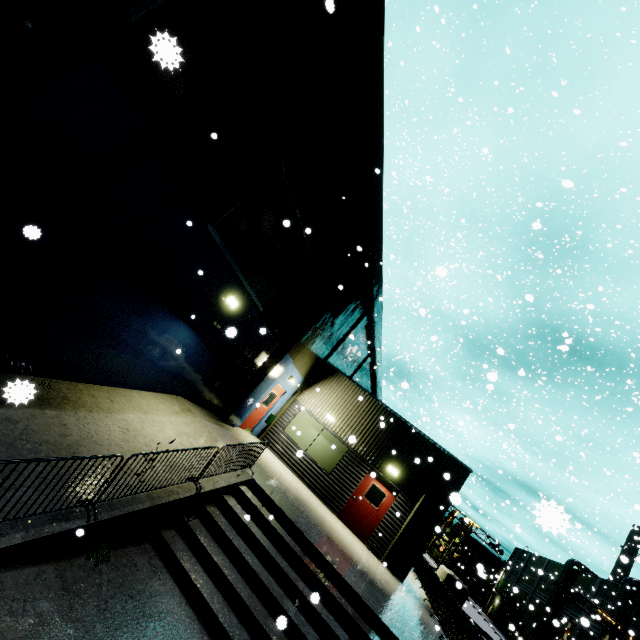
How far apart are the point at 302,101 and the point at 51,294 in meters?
6.8

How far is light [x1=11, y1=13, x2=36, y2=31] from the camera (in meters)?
6.90

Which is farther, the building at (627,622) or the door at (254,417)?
the building at (627,622)

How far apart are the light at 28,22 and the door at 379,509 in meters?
17.1 m

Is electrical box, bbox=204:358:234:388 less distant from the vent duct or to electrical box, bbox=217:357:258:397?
electrical box, bbox=217:357:258:397

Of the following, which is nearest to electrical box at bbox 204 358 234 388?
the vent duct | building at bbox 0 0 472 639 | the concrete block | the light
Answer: building at bbox 0 0 472 639

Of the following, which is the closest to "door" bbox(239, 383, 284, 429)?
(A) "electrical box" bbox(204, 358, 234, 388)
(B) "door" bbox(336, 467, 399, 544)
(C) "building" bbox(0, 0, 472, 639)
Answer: (C) "building" bbox(0, 0, 472, 639)

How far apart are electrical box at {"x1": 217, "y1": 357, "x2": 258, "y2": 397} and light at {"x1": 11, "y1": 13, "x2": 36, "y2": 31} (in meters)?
9.75
